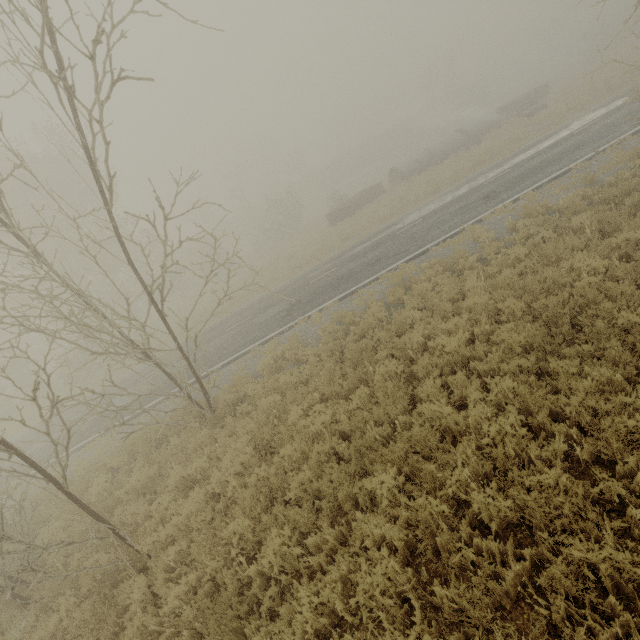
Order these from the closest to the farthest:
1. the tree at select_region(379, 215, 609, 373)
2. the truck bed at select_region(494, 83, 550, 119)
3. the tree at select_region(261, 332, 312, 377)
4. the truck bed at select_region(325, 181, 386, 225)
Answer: the tree at select_region(379, 215, 609, 373)
the tree at select_region(261, 332, 312, 377)
the truck bed at select_region(325, 181, 386, 225)
the truck bed at select_region(494, 83, 550, 119)

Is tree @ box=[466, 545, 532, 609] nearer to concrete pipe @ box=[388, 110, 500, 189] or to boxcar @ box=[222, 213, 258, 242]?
concrete pipe @ box=[388, 110, 500, 189]

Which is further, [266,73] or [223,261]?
[223,261]

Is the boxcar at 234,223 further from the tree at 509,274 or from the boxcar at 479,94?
the tree at 509,274

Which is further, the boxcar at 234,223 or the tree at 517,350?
the boxcar at 234,223

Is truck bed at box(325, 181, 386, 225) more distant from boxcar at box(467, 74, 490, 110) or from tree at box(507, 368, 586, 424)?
boxcar at box(467, 74, 490, 110)

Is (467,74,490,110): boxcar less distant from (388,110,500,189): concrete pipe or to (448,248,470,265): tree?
(388,110,500,189): concrete pipe

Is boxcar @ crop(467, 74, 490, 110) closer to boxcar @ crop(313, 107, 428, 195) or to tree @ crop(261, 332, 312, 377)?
boxcar @ crop(313, 107, 428, 195)
